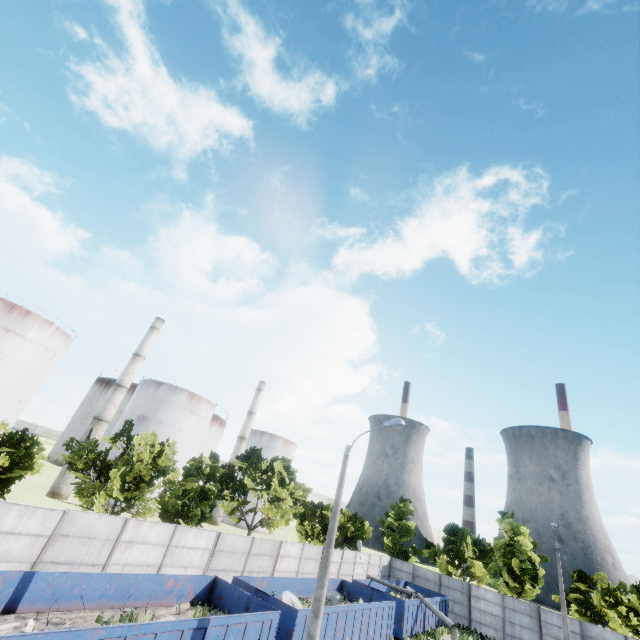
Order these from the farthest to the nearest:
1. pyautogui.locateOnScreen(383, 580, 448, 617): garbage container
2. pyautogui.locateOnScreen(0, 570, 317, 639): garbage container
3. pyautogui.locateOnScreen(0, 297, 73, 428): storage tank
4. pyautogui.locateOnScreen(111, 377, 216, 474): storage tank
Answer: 1. pyautogui.locateOnScreen(111, 377, 216, 474): storage tank
2. pyautogui.locateOnScreen(0, 297, 73, 428): storage tank
3. pyautogui.locateOnScreen(383, 580, 448, 617): garbage container
4. pyautogui.locateOnScreen(0, 570, 317, 639): garbage container

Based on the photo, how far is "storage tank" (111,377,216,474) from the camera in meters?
47.7 m

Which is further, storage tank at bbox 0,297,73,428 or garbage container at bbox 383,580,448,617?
storage tank at bbox 0,297,73,428

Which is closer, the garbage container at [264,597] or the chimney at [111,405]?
the garbage container at [264,597]

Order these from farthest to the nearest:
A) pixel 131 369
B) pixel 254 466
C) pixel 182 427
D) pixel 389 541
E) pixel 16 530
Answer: pixel 182 427
pixel 131 369
pixel 389 541
pixel 254 466
pixel 16 530

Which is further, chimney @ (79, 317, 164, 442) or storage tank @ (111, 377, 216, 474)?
storage tank @ (111, 377, 216, 474)

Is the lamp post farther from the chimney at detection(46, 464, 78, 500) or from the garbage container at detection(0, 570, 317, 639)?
the chimney at detection(46, 464, 78, 500)

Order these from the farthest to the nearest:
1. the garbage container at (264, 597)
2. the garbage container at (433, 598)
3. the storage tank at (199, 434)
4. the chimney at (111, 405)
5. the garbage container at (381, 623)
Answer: the storage tank at (199, 434), the chimney at (111, 405), the garbage container at (433, 598), the garbage container at (381, 623), the garbage container at (264, 597)
